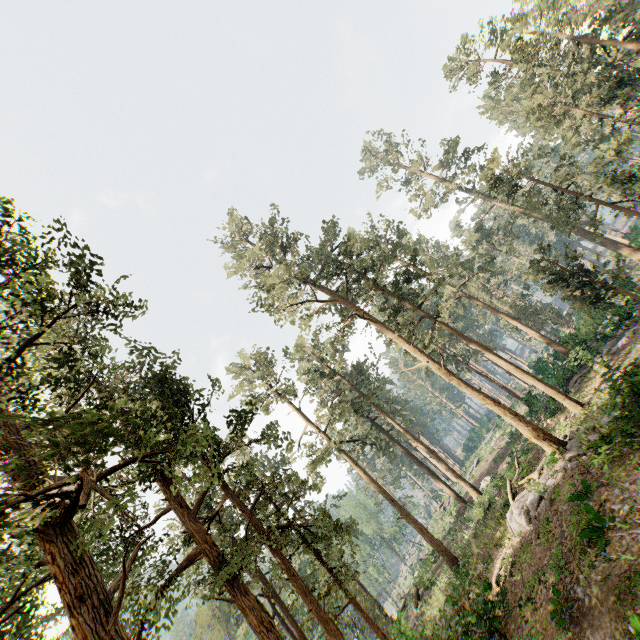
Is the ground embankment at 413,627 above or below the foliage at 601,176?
below

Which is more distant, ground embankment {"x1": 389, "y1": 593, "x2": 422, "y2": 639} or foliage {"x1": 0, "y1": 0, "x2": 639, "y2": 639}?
ground embankment {"x1": 389, "y1": 593, "x2": 422, "y2": 639}

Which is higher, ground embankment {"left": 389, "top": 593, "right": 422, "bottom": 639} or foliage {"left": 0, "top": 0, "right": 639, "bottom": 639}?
foliage {"left": 0, "top": 0, "right": 639, "bottom": 639}

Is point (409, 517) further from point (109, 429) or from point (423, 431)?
point (423, 431)

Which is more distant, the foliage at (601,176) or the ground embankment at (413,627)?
the ground embankment at (413,627)
